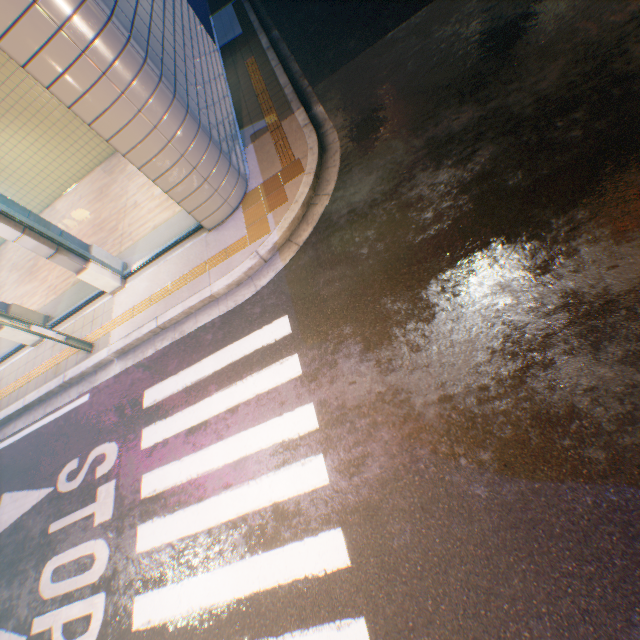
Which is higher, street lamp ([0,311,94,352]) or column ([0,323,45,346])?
street lamp ([0,311,94,352])

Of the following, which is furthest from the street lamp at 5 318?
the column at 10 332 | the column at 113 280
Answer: the column at 10 332

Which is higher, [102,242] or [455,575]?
[102,242]

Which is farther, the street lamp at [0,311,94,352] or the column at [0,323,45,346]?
the column at [0,323,45,346]

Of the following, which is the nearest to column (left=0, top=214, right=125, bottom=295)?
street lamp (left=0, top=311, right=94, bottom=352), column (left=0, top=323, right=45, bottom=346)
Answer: street lamp (left=0, top=311, right=94, bottom=352)

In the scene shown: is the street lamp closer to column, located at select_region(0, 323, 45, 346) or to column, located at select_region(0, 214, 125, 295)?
column, located at select_region(0, 214, 125, 295)

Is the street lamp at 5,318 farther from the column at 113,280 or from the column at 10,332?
the column at 10,332
